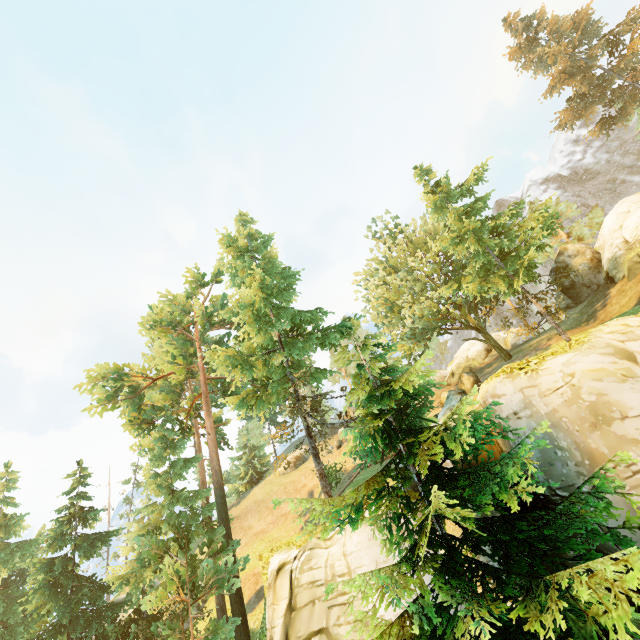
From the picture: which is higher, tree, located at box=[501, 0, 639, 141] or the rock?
tree, located at box=[501, 0, 639, 141]

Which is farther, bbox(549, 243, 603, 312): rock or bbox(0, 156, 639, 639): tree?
bbox(549, 243, 603, 312): rock

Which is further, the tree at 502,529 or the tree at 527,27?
the tree at 527,27

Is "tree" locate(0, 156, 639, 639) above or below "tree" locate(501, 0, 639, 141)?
below

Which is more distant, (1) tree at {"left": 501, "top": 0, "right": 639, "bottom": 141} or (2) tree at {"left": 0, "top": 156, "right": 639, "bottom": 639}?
(1) tree at {"left": 501, "top": 0, "right": 639, "bottom": 141}

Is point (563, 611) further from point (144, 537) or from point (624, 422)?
point (144, 537)

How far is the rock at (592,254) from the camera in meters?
25.8 m

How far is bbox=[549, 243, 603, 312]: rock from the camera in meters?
25.8
